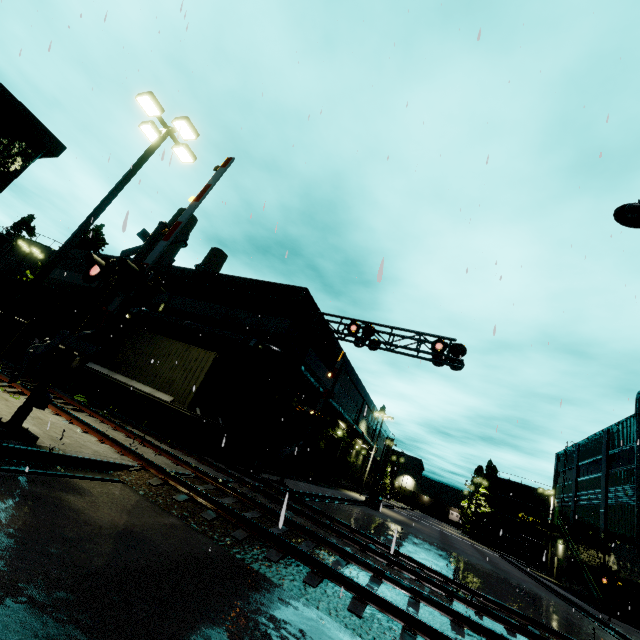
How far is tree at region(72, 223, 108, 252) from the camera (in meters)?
37.00

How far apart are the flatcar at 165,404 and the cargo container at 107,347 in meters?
0.0

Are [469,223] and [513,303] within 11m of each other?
yes

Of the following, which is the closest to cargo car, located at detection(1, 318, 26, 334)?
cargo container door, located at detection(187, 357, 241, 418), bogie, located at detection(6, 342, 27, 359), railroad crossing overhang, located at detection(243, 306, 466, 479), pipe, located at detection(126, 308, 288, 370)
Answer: bogie, located at detection(6, 342, 27, 359)

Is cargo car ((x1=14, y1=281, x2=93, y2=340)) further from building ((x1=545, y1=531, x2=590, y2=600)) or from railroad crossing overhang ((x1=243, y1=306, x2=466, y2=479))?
railroad crossing overhang ((x1=243, y1=306, x2=466, y2=479))

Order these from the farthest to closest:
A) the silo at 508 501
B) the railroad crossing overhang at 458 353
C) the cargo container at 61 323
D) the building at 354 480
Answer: the silo at 508 501 < the building at 354 480 < the cargo container at 61 323 < the railroad crossing overhang at 458 353

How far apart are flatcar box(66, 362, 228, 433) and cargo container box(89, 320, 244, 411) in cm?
1

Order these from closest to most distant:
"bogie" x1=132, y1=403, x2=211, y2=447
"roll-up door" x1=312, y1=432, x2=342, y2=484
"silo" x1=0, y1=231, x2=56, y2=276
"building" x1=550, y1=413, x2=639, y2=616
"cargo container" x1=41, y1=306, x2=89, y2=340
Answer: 1. "bogie" x1=132, y1=403, x2=211, y2=447
2. "cargo container" x1=41, y1=306, x2=89, y2=340
3. "building" x1=550, y1=413, x2=639, y2=616
4. "roll-up door" x1=312, y1=432, x2=342, y2=484
5. "silo" x1=0, y1=231, x2=56, y2=276
